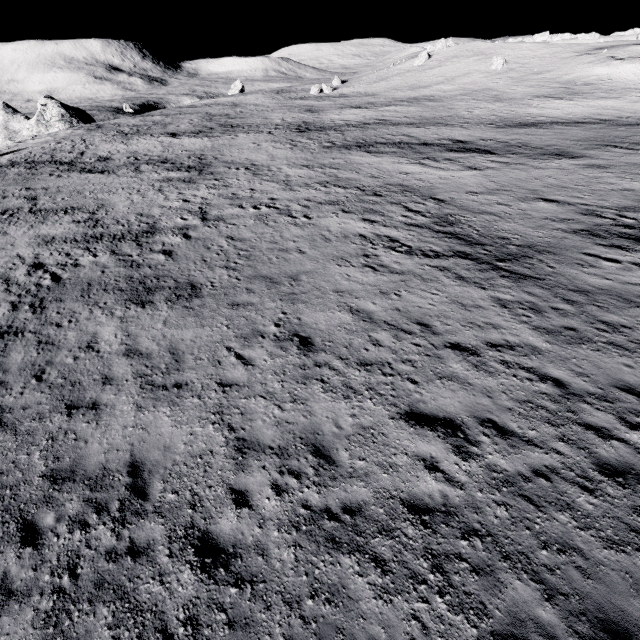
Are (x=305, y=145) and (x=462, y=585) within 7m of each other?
no
